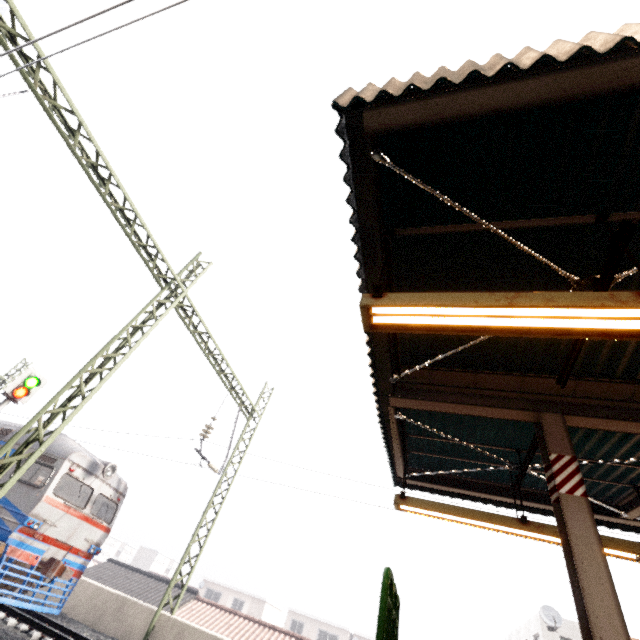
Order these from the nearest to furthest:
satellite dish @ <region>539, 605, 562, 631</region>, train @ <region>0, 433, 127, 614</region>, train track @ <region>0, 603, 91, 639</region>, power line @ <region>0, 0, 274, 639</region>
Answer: power line @ <region>0, 0, 274, 639</region> → train track @ <region>0, 603, 91, 639</region> → train @ <region>0, 433, 127, 614</region> → satellite dish @ <region>539, 605, 562, 631</region>

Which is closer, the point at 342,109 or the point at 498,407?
the point at 342,109

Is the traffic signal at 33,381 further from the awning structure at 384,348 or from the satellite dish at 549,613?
the satellite dish at 549,613

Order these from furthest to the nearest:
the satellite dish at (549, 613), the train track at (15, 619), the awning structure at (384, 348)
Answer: the satellite dish at (549, 613), the train track at (15, 619), the awning structure at (384, 348)

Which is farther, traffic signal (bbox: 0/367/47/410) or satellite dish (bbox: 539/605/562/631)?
satellite dish (bbox: 539/605/562/631)

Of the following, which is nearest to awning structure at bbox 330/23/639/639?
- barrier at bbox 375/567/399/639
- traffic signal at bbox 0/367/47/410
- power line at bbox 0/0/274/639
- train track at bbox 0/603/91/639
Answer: barrier at bbox 375/567/399/639

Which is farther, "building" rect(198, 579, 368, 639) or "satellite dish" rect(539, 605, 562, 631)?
"building" rect(198, 579, 368, 639)

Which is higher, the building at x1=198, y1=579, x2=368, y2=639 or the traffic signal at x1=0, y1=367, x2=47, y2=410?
the traffic signal at x1=0, y1=367, x2=47, y2=410
